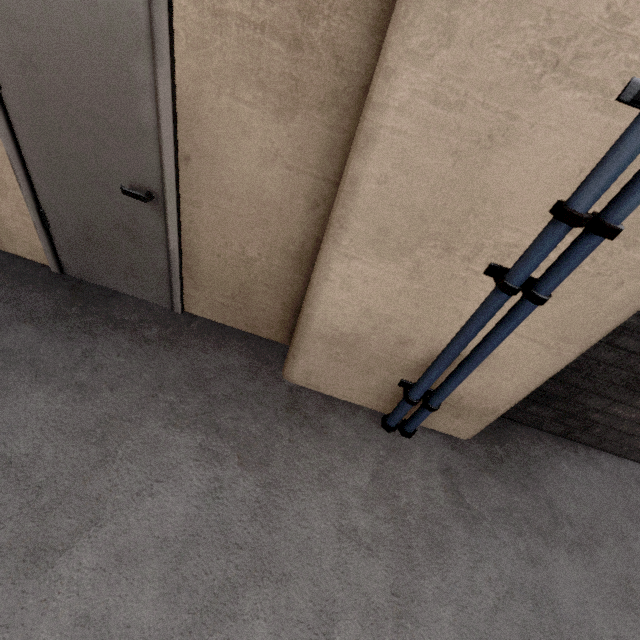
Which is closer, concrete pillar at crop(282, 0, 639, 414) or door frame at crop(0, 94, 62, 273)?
concrete pillar at crop(282, 0, 639, 414)

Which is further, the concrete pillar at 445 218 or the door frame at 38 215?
the door frame at 38 215

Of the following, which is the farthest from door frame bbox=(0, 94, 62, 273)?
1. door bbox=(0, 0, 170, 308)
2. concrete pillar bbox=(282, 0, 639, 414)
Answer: concrete pillar bbox=(282, 0, 639, 414)

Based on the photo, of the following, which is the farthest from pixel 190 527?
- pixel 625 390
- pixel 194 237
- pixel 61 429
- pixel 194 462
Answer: pixel 625 390

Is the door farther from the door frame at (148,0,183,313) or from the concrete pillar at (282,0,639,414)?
the concrete pillar at (282,0,639,414)

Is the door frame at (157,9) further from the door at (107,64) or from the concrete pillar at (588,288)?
the concrete pillar at (588,288)
